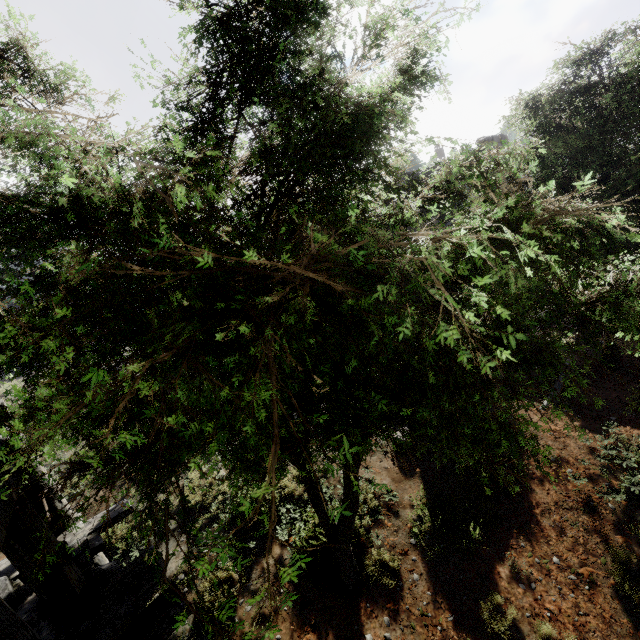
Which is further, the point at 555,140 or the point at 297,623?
the point at 555,140

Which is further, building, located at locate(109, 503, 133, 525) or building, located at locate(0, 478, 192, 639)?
building, located at locate(109, 503, 133, 525)

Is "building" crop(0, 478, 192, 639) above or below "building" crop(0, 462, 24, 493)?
below

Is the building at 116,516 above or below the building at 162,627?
below

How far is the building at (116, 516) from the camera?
5.97m

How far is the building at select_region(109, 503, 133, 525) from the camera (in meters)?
5.97
